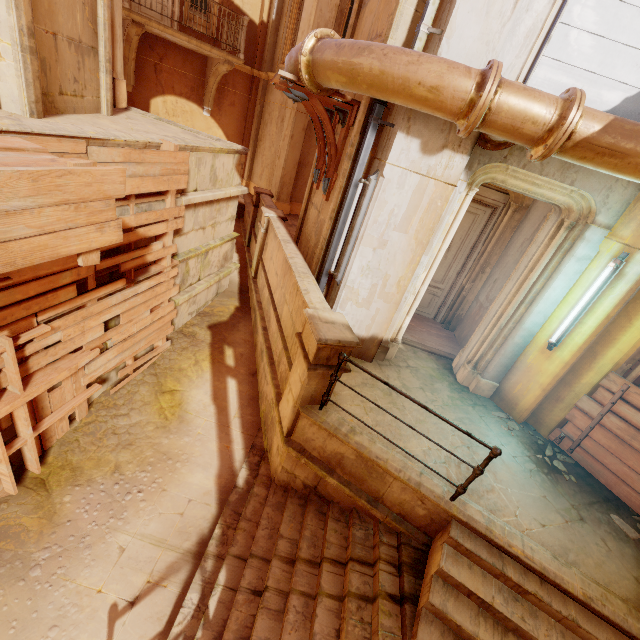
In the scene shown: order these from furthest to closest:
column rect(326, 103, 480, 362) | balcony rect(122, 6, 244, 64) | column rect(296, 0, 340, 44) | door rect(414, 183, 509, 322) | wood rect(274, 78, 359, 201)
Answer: column rect(296, 0, 340, 44) → balcony rect(122, 6, 244, 64) → door rect(414, 183, 509, 322) → wood rect(274, 78, 359, 201) → column rect(326, 103, 480, 362)

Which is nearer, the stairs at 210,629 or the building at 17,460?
the stairs at 210,629

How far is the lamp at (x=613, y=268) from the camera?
4.4m

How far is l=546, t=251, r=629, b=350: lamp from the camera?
4.35m

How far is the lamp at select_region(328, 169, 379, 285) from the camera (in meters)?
4.57

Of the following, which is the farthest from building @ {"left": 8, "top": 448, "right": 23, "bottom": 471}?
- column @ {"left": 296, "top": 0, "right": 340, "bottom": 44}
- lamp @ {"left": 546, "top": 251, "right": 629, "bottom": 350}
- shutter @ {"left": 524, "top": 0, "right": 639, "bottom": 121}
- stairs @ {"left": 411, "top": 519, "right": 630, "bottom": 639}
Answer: column @ {"left": 296, "top": 0, "right": 340, "bottom": 44}

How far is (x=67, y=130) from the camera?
3.7 meters

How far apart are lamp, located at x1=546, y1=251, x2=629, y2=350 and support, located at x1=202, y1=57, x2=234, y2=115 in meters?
12.4
